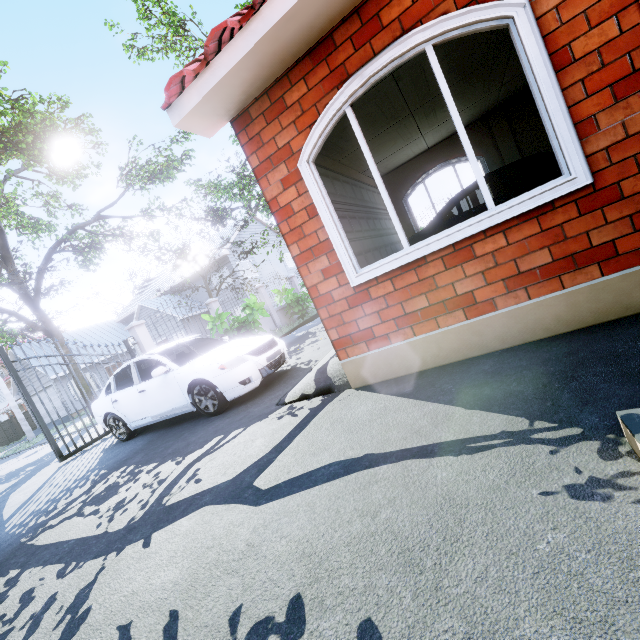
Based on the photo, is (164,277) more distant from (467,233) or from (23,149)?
(467,233)

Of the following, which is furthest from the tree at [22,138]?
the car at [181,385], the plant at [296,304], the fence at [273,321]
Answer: the car at [181,385]

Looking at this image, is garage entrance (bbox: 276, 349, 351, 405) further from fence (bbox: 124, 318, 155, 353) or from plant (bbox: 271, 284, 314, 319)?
plant (bbox: 271, 284, 314, 319)

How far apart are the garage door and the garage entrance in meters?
0.0 m

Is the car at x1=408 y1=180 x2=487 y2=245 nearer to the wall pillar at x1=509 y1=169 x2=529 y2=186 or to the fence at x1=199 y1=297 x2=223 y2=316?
the wall pillar at x1=509 y1=169 x2=529 y2=186

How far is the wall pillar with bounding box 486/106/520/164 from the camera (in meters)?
7.04

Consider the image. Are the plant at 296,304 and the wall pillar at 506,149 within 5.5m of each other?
no

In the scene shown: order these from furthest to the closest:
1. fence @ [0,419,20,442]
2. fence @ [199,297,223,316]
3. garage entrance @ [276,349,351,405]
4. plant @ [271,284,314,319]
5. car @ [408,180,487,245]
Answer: fence @ [0,419,20,442] < plant @ [271,284,314,319] < fence @ [199,297,223,316] < car @ [408,180,487,245] < garage entrance @ [276,349,351,405]
